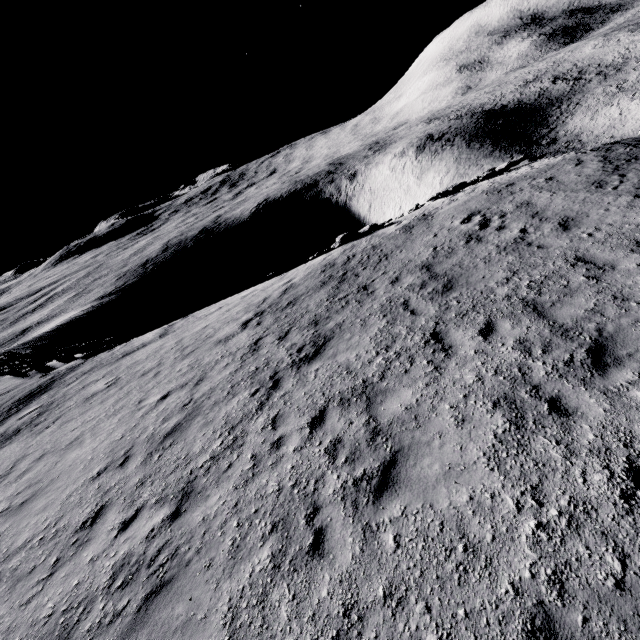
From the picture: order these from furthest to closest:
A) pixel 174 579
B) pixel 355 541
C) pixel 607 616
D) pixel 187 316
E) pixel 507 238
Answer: pixel 187 316 → pixel 507 238 → pixel 174 579 → pixel 355 541 → pixel 607 616
